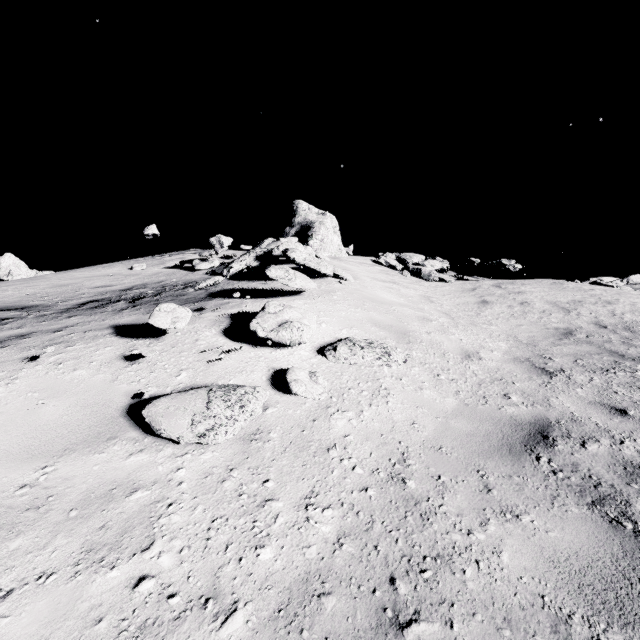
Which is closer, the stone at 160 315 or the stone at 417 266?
the stone at 160 315

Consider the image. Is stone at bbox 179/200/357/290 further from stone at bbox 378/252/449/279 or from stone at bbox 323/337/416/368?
stone at bbox 378/252/449/279

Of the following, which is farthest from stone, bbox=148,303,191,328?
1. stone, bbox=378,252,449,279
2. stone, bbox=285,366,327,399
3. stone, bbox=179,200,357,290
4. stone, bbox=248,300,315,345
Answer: stone, bbox=378,252,449,279

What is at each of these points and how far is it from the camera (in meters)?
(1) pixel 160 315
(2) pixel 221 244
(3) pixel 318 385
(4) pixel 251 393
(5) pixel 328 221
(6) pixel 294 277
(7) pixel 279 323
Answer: (1) stone, 4.09
(2) stone, 10.28
(3) stone, 3.71
(4) stone, 3.25
(5) stone, 13.92
(6) stone, 6.25
(7) stone, 4.47

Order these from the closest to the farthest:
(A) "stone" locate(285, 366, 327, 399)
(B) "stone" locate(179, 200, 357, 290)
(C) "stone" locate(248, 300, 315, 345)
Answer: (A) "stone" locate(285, 366, 327, 399) < (C) "stone" locate(248, 300, 315, 345) < (B) "stone" locate(179, 200, 357, 290)

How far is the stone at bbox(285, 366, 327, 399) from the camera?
3.53m

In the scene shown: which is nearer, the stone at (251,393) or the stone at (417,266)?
the stone at (251,393)

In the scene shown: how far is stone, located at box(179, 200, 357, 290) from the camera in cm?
783
